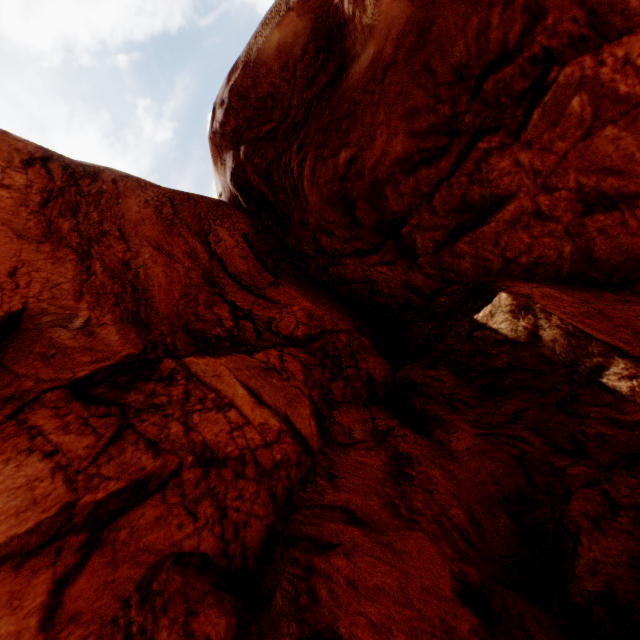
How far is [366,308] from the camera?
11.9m
